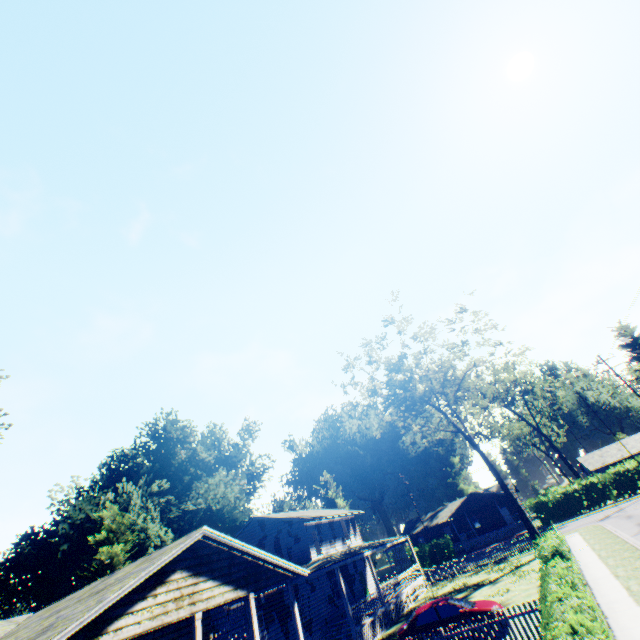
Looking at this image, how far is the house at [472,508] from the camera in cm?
4869

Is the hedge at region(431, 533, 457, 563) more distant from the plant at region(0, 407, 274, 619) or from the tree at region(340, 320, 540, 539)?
the tree at region(340, 320, 540, 539)

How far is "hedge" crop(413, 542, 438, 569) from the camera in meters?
44.8

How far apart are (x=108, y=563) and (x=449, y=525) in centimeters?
5100cm

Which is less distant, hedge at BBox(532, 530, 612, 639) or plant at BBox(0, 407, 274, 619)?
hedge at BBox(532, 530, 612, 639)

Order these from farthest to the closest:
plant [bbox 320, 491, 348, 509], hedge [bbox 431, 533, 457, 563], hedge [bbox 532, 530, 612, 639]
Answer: plant [bbox 320, 491, 348, 509]
hedge [bbox 431, 533, 457, 563]
hedge [bbox 532, 530, 612, 639]

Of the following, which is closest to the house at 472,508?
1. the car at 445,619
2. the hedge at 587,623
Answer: the car at 445,619

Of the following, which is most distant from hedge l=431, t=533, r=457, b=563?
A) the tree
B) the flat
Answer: the flat
